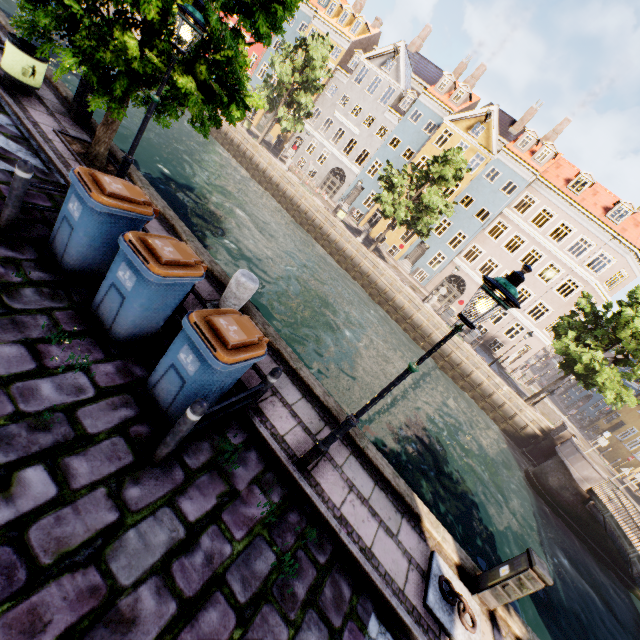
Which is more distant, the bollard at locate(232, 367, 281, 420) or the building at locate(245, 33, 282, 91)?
the building at locate(245, 33, 282, 91)

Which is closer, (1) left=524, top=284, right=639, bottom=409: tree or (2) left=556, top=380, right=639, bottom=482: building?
(1) left=524, top=284, right=639, bottom=409: tree

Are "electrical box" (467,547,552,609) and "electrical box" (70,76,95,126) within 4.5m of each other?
no

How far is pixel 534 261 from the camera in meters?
35.0

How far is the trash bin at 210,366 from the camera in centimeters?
355cm

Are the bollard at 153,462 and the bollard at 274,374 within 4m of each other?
yes

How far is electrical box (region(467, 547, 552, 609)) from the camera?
4.6m

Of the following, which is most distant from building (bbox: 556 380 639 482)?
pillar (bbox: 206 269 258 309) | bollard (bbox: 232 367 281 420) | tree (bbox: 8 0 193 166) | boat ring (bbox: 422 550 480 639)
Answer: bollard (bbox: 232 367 281 420)
